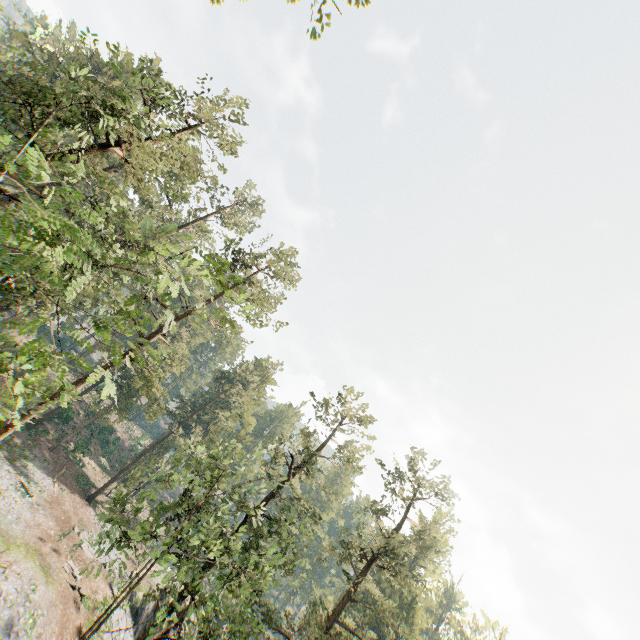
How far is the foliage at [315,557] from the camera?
27.25m

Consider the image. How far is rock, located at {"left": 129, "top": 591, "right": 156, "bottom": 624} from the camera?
32.00m

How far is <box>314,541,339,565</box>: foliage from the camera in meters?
27.3 m

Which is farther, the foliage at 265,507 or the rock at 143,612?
the rock at 143,612

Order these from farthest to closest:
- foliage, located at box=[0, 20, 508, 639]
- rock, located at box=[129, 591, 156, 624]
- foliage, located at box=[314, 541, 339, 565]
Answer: rock, located at box=[129, 591, 156, 624], foliage, located at box=[314, 541, 339, 565], foliage, located at box=[0, 20, 508, 639]

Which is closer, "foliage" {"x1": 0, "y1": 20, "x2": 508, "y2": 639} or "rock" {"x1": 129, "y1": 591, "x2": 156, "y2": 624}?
"foliage" {"x1": 0, "y1": 20, "x2": 508, "y2": 639}

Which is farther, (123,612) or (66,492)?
(66,492)
